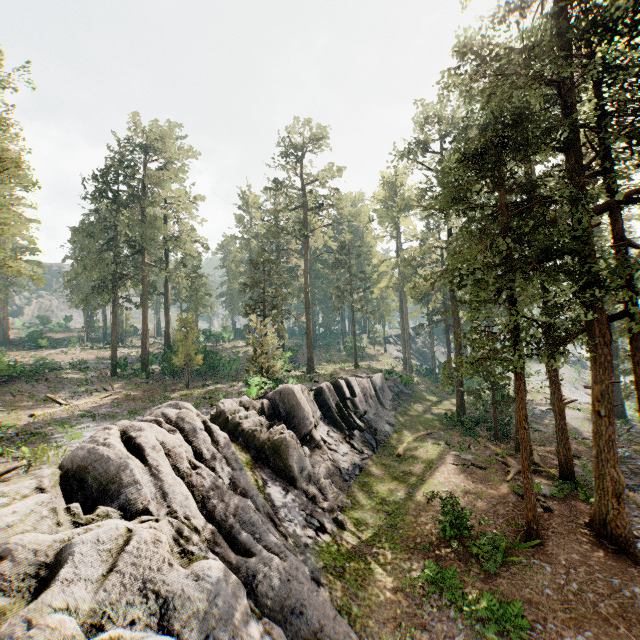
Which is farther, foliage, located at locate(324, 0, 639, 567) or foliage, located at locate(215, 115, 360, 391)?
foliage, located at locate(215, 115, 360, 391)

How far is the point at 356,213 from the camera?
42.5 meters

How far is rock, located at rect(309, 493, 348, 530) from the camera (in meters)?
14.92

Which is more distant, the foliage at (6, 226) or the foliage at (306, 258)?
the foliage at (306, 258)

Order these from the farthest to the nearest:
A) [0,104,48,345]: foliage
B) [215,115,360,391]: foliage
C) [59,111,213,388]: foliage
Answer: [59,111,213,388]: foliage
[215,115,360,391]: foliage
[0,104,48,345]: foliage

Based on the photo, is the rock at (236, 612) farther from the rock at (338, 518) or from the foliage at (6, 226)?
the foliage at (6, 226)

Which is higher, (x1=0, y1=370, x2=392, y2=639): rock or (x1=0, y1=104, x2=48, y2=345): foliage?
(x1=0, y1=104, x2=48, y2=345): foliage

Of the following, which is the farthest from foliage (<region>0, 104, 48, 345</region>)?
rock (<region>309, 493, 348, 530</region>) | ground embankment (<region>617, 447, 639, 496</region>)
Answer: rock (<region>309, 493, 348, 530</region>)
